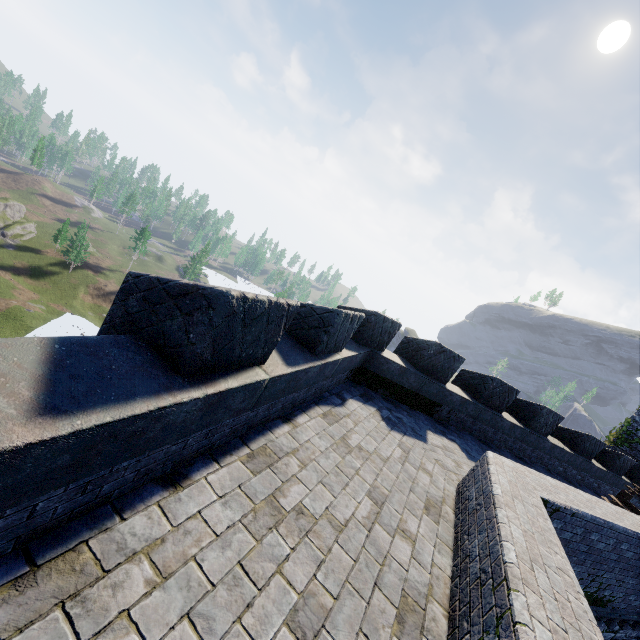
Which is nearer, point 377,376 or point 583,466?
point 377,376
